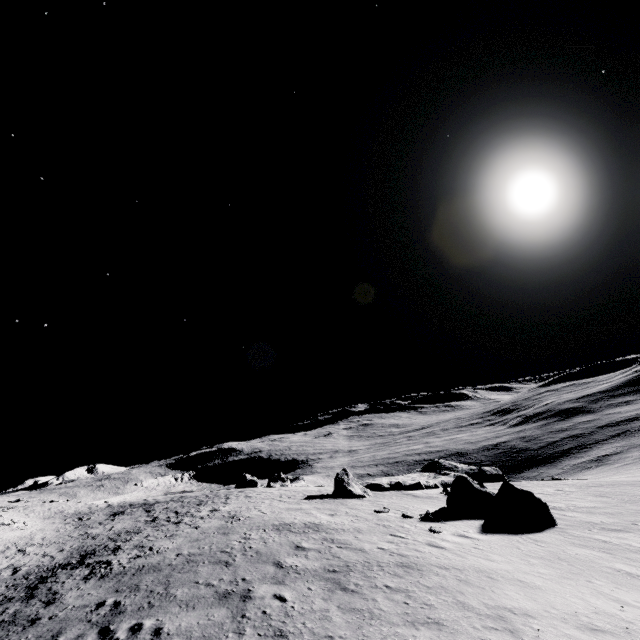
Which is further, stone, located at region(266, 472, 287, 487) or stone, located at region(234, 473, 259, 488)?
stone, located at region(266, 472, 287, 487)

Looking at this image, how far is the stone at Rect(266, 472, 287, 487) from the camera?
49.6m

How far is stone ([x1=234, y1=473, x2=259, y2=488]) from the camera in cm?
4518

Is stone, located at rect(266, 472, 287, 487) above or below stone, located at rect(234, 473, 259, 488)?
below

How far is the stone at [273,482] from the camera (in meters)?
49.60

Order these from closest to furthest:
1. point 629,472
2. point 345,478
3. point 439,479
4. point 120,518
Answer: point 345,478 < point 120,518 < point 439,479 < point 629,472

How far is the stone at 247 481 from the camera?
45.2 meters
